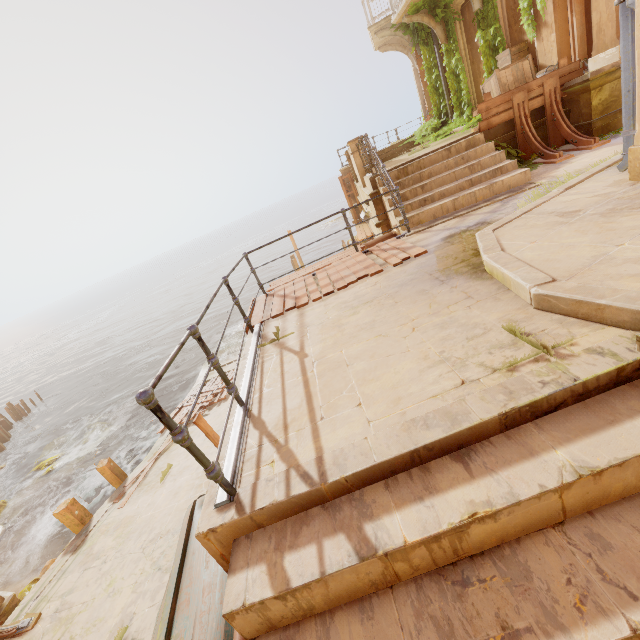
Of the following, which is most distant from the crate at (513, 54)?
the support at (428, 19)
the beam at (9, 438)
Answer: the beam at (9, 438)

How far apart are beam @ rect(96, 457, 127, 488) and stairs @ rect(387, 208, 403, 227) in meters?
11.5

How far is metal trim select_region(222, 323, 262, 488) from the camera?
2.5 meters

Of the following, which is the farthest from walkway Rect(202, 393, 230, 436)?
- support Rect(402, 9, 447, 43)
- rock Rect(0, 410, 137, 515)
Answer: support Rect(402, 9, 447, 43)

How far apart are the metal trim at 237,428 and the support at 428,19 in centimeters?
1335cm

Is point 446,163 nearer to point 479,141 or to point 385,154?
point 479,141

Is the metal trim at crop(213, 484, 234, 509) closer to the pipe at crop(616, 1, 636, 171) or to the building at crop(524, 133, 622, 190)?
the building at crop(524, 133, 622, 190)

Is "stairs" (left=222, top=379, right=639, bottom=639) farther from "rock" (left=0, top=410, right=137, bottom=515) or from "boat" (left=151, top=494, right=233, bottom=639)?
"rock" (left=0, top=410, right=137, bottom=515)
